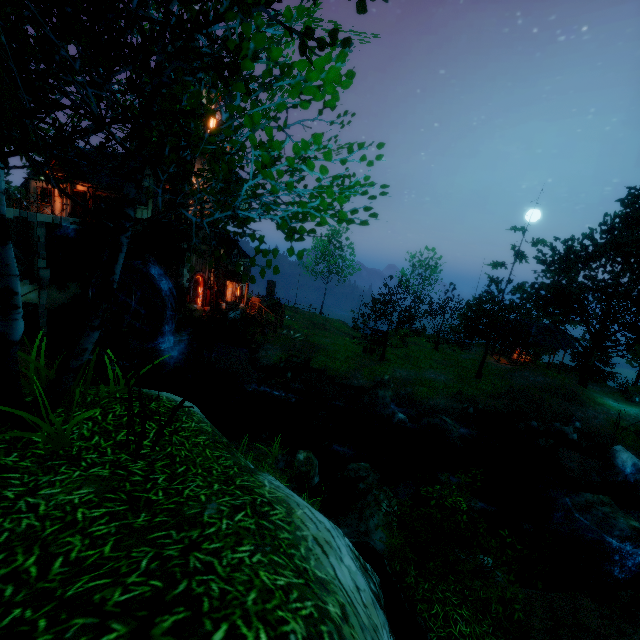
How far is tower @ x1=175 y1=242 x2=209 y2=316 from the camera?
24.5 meters

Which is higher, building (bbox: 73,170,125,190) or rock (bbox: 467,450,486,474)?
building (bbox: 73,170,125,190)

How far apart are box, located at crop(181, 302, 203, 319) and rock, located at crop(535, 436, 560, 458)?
24.9m

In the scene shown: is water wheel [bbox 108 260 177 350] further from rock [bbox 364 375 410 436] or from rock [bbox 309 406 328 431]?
rock [bbox 364 375 410 436]

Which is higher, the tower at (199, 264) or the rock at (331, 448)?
the tower at (199, 264)

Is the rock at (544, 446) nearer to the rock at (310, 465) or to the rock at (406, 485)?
the rock at (406, 485)

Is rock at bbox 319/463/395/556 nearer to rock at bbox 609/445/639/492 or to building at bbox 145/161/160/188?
rock at bbox 609/445/639/492

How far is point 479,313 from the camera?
36.47m
